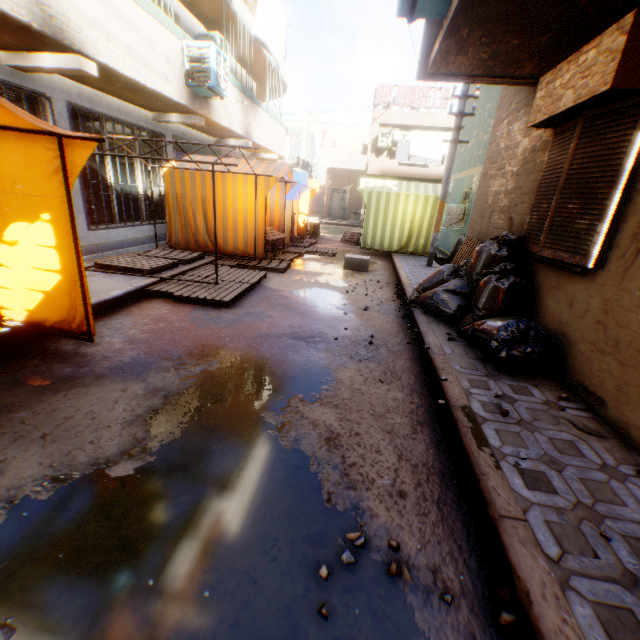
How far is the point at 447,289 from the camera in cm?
527

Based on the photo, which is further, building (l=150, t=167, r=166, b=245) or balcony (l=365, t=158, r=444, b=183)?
balcony (l=365, t=158, r=444, b=183)

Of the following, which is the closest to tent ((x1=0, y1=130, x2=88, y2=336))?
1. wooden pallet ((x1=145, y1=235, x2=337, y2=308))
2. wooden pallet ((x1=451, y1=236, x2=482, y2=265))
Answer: wooden pallet ((x1=145, y1=235, x2=337, y2=308))

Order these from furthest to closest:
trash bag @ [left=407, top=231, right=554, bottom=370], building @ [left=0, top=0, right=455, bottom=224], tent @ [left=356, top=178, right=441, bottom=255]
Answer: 1. tent @ [left=356, top=178, right=441, bottom=255]
2. building @ [left=0, top=0, right=455, bottom=224]
3. trash bag @ [left=407, top=231, right=554, bottom=370]

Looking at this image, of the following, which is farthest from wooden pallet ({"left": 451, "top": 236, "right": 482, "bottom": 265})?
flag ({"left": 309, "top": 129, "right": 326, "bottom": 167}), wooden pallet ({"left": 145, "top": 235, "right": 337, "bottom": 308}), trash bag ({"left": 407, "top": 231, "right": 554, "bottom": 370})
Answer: flag ({"left": 309, "top": 129, "right": 326, "bottom": 167})

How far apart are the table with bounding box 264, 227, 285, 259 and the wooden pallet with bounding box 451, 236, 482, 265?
3.85m

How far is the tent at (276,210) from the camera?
8.3 meters

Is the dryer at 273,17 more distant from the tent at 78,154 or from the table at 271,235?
the table at 271,235
